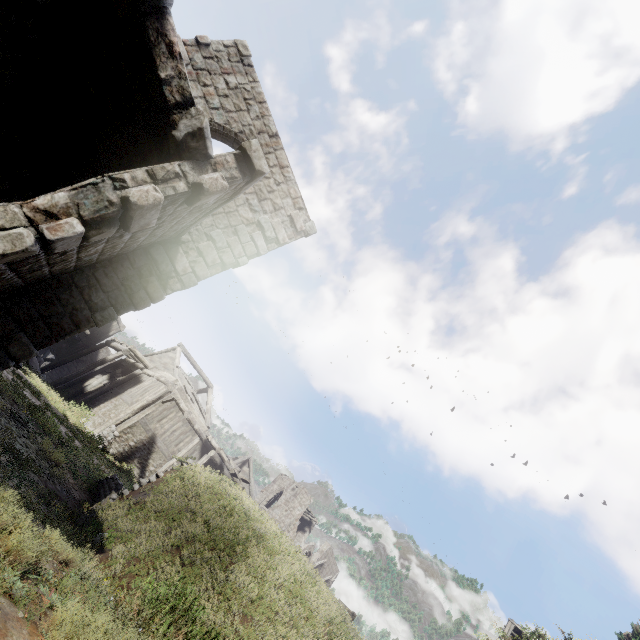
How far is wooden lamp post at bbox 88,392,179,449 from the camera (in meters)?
16.61

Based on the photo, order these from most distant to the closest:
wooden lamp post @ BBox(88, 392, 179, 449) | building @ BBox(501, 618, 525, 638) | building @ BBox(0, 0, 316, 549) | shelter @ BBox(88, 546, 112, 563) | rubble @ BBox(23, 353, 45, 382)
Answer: building @ BBox(501, 618, 525, 638) < rubble @ BBox(23, 353, 45, 382) < wooden lamp post @ BBox(88, 392, 179, 449) < shelter @ BBox(88, 546, 112, 563) < building @ BBox(0, 0, 316, 549)

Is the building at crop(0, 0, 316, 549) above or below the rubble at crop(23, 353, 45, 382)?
above

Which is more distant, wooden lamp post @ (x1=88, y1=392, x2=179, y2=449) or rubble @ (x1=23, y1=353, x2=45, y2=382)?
rubble @ (x1=23, y1=353, x2=45, y2=382)

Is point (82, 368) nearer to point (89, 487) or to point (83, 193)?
point (89, 487)

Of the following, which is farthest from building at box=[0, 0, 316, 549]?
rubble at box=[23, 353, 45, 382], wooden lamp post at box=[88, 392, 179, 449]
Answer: wooden lamp post at box=[88, 392, 179, 449]

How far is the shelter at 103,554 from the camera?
5.9m

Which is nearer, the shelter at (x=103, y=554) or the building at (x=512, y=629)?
the shelter at (x=103, y=554)
